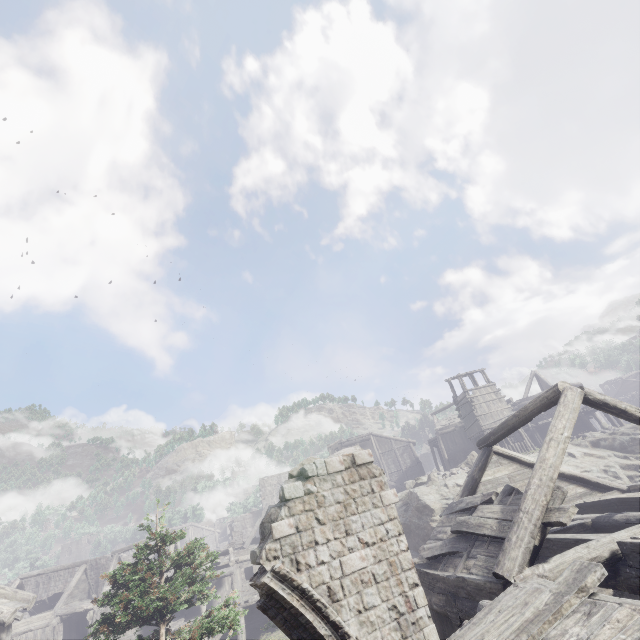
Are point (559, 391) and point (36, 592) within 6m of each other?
no

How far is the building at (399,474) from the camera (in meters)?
45.28

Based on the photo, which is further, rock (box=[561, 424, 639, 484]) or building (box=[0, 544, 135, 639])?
rock (box=[561, 424, 639, 484])

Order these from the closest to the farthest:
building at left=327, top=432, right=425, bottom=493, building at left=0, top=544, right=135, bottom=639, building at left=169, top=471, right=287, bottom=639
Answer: building at left=0, top=544, right=135, bottom=639 → building at left=169, top=471, right=287, bottom=639 → building at left=327, top=432, right=425, bottom=493

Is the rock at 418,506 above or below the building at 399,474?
below

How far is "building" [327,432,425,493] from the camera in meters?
45.3 m

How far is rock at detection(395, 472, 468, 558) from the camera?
20.1 meters
